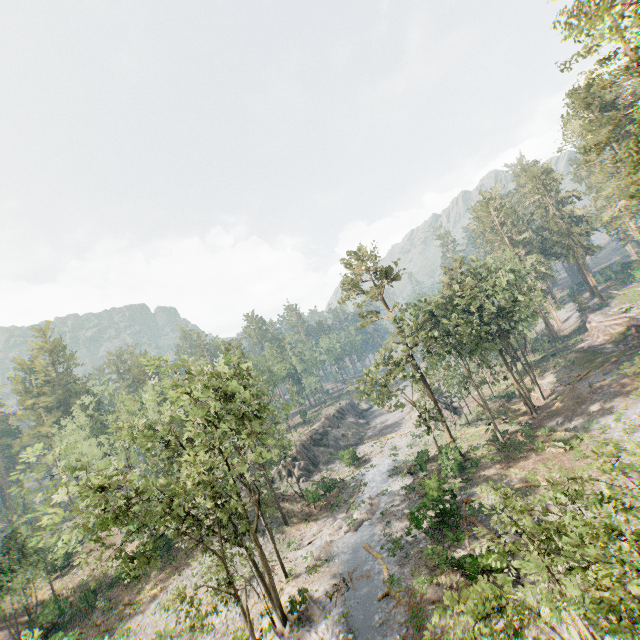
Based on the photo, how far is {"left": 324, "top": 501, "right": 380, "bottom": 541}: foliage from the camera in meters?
30.0

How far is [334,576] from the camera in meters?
24.9 m

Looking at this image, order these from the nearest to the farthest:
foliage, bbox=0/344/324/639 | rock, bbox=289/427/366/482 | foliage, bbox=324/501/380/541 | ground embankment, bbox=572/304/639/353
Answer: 1. foliage, bbox=0/344/324/639
2. foliage, bbox=324/501/380/541
3. ground embankment, bbox=572/304/639/353
4. rock, bbox=289/427/366/482

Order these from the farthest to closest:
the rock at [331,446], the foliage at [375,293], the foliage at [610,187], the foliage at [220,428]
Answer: the rock at [331,446], the foliage at [375,293], the foliage at [220,428], the foliage at [610,187]

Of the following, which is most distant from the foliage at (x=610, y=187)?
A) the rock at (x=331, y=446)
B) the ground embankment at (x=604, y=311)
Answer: the rock at (x=331, y=446)

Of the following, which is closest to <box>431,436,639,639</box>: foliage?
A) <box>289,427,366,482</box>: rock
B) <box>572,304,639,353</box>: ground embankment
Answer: <box>572,304,639,353</box>: ground embankment
